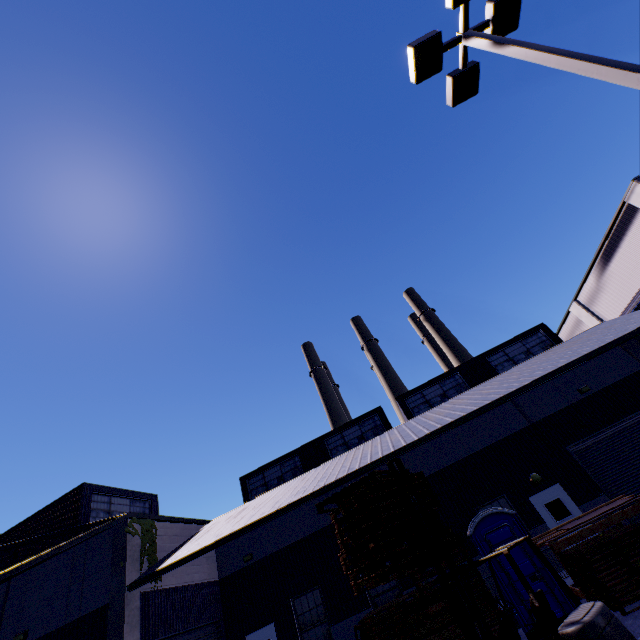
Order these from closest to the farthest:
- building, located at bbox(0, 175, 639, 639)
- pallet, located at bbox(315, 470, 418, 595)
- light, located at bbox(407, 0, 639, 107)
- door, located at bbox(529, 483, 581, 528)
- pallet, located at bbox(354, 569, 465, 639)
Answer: light, located at bbox(407, 0, 639, 107), pallet, located at bbox(315, 470, 418, 595), pallet, located at bbox(354, 569, 465, 639), building, located at bbox(0, 175, 639, 639), door, located at bbox(529, 483, 581, 528)

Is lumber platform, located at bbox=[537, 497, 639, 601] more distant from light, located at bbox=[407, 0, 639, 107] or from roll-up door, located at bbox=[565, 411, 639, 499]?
light, located at bbox=[407, 0, 639, 107]

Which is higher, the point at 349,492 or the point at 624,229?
the point at 624,229

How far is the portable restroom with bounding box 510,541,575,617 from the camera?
8.4m

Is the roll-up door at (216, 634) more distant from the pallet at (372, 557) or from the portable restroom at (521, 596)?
the portable restroom at (521, 596)

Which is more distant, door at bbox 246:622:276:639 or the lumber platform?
door at bbox 246:622:276:639

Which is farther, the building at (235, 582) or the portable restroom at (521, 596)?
the building at (235, 582)

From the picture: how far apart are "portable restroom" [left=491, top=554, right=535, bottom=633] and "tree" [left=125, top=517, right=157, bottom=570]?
12.2 meters
